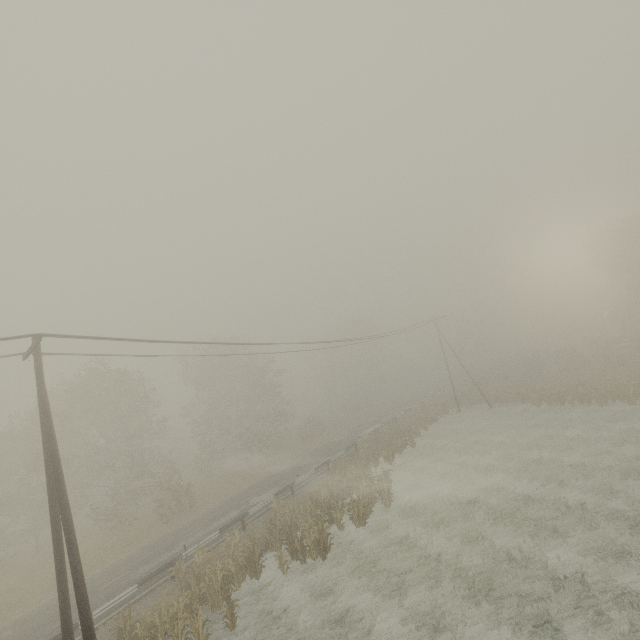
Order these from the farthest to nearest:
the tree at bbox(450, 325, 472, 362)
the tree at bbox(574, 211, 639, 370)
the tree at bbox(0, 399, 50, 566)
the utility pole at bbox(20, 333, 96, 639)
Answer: the tree at bbox(450, 325, 472, 362), the tree at bbox(574, 211, 639, 370), the tree at bbox(0, 399, 50, 566), the utility pole at bbox(20, 333, 96, 639)

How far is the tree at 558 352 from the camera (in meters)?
43.56

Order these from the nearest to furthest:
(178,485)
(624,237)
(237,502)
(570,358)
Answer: (237,502) < (178,485) < (624,237) < (570,358)

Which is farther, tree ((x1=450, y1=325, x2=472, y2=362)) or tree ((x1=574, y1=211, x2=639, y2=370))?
tree ((x1=450, y1=325, x2=472, y2=362))

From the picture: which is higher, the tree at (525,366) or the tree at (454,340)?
the tree at (454,340)

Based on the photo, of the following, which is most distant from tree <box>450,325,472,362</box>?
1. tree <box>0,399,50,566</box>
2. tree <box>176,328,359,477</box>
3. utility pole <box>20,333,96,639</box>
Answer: utility pole <box>20,333,96,639</box>

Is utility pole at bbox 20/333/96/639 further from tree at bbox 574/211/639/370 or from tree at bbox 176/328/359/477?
tree at bbox 574/211/639/370
